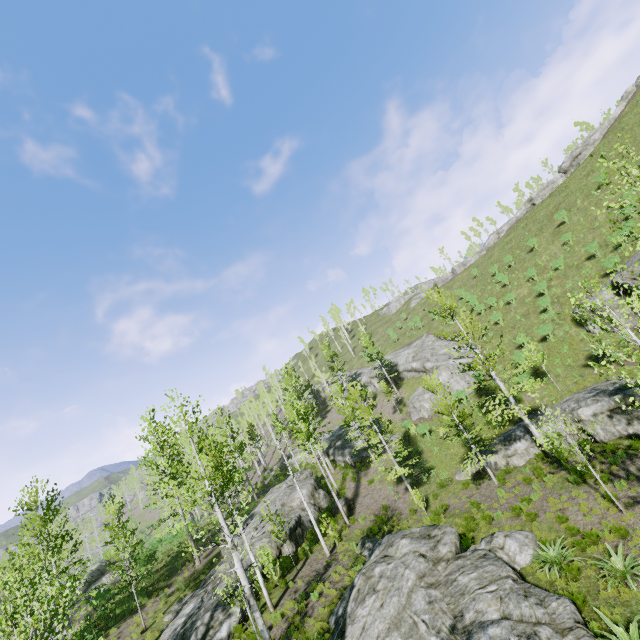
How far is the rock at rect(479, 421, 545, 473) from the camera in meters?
19.6 m

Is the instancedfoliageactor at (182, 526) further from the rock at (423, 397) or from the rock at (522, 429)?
the rock at (423, 397)

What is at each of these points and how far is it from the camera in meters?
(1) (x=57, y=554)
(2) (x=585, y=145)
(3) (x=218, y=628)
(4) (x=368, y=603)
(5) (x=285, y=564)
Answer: (1) instancedfoliageactor, 35.6 m
(2) rock, 44.8 m
(3) rock, 15.0 m
(4) rock, 12.1 m
(5) instancedfoliageactor, 19.3 m

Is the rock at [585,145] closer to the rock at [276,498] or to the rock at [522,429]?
the rock at [522,429]

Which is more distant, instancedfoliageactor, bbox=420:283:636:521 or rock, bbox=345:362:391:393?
rock, bbox=345:362:391:393

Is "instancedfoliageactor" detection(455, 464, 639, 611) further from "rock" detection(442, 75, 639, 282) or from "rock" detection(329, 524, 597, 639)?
"rock" detection(442, 75, 639, 282)

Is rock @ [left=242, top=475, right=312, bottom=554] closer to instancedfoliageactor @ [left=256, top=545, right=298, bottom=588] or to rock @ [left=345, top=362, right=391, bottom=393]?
instancedfoliageactor @ [left=256, top=545, right=298, bottom=588]

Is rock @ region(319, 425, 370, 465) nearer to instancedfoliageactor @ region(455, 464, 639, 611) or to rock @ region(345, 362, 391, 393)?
instancedfoliageactor @ region(455, 464, 639, 611)
